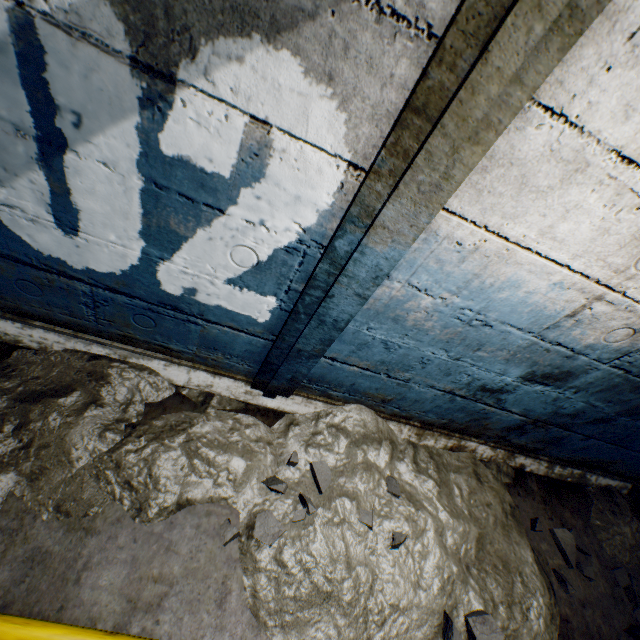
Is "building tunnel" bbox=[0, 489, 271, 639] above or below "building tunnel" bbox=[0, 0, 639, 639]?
below

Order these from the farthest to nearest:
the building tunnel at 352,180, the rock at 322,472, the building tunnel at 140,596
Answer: the rock at 322,472 → the building tunnel at 140,596 → the building tunnel at 352,180

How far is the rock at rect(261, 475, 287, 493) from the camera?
1.7m

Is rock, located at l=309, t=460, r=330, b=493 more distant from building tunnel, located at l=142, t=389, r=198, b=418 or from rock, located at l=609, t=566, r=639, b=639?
rock, located at l=609, t=566, r=639, b=639

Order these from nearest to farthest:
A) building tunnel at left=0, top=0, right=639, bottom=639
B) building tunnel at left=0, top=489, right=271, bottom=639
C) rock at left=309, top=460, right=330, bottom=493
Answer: building tunnel at left=0, top=0, right=639, bottom=639
building tunnel at left=0, top=489, right=271, bottom=639
rock at left=309, top=460, right=330, bottom=493

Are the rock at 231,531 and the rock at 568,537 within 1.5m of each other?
no

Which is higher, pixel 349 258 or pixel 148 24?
pixel 148 24

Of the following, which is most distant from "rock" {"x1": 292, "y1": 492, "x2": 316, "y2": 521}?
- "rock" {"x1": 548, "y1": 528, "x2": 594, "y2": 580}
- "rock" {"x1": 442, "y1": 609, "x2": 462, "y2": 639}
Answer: "rock" {"x1": 548, "y1": 528, "x2": 594, "y2": 580}
